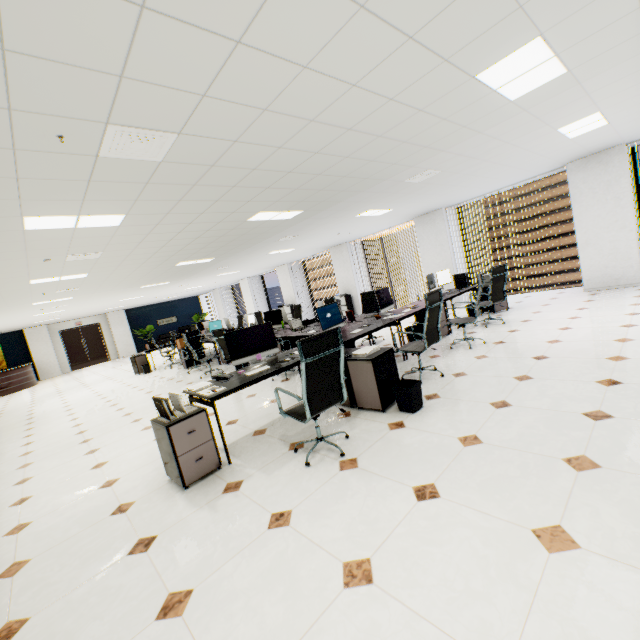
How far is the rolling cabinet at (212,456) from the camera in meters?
3.0 m

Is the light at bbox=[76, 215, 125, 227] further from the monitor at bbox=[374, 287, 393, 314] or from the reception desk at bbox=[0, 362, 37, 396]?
the reception desk at bbox=[0, 362, 37, 396]

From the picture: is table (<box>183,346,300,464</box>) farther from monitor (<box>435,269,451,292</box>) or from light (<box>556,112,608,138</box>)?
light (<box>556,112,608,138</box>)

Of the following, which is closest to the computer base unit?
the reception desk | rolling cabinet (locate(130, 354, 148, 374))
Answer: rolling cabinet (locate(130, 354, 148, 374))

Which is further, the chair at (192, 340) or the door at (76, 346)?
the door at (76, 346)

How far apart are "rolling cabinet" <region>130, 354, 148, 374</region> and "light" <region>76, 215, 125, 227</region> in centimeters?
810cm

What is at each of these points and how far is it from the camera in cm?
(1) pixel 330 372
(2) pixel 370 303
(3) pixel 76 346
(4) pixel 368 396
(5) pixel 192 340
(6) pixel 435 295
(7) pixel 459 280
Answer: (1) chair, 290
(2) chair, 777
(3) door, 1953
(4) rolling cabinet, 374
(5) chair, 895
(6) chair, 420
(7) computer base unit, 766

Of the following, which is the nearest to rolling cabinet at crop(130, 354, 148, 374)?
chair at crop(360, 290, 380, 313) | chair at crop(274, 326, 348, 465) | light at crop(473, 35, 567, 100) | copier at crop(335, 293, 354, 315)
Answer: copier at crop(335, 293, 354, 315)
